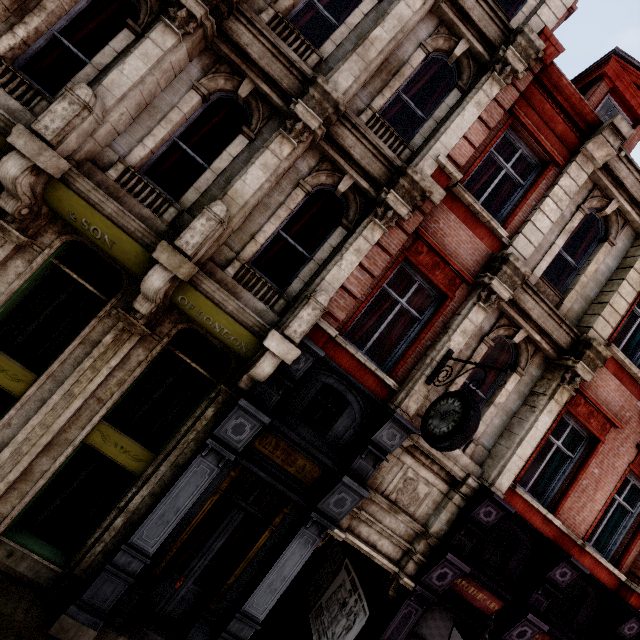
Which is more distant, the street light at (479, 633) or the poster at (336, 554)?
the poster at (336, 554)

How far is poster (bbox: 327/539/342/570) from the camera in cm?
886

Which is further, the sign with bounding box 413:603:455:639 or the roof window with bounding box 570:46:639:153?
the roof window with bounding box 570:46:639:153

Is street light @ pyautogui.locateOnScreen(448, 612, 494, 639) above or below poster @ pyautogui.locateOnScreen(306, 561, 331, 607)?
above

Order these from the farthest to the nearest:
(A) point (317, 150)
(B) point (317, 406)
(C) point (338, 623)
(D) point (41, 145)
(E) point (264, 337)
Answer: (B) point (317, 406) → (C) point (338, 623) → (A) point (317, 150) → (E) point (264, 337) → (D) point (41, 145)

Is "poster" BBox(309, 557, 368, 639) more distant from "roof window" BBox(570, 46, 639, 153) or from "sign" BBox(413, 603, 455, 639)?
"roof window" BBox(570, 46, 639, 153)

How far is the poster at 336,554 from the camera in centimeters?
886cm
